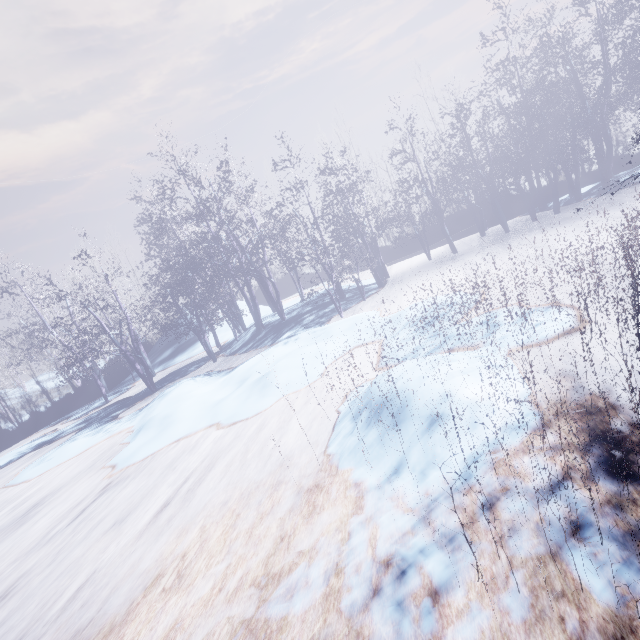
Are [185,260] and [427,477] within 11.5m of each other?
no
